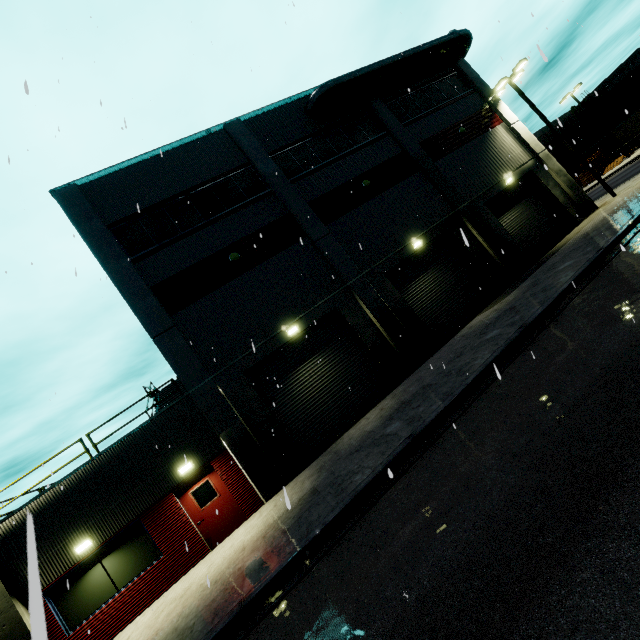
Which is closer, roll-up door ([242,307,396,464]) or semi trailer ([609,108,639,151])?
roll-up door ([242,307,396,464])

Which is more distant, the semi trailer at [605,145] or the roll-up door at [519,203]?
the semi trailer at [605,145]

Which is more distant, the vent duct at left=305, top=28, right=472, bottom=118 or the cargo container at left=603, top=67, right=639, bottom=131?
the cargo container at left=603, top=67, right=639, bottom=131

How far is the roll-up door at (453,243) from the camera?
15.8 meters

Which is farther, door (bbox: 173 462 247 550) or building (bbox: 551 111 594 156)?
building (bbox: 551 111 594 156)

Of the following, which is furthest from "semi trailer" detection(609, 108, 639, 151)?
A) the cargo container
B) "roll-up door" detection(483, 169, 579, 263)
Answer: "roll-up door" detection(483, 169, 579, 263)

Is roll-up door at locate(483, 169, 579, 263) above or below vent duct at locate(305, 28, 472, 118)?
below

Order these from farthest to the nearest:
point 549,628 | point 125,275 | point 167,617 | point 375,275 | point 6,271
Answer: point 375,275 < point 125,275 < point 167,617 < point 6,271 < point 549,628
